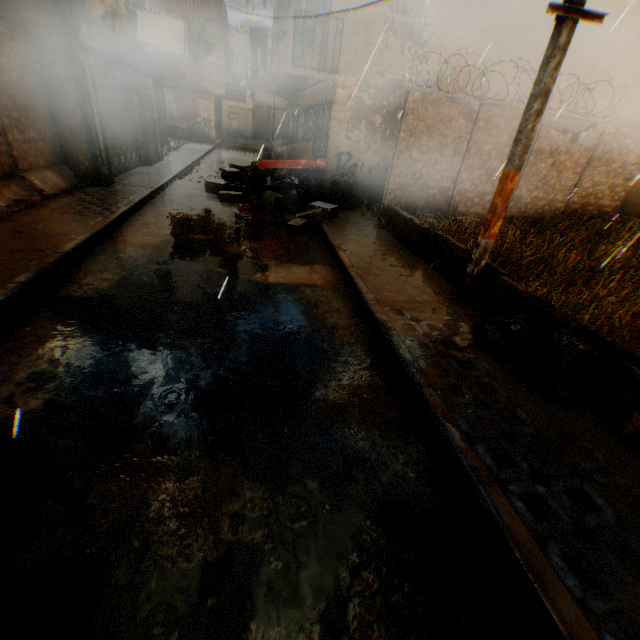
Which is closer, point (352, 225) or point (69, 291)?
point (69, 291)

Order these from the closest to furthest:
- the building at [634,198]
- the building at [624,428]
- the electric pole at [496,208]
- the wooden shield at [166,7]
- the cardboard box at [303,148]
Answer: the building at [624,428] < the electric pole at [496,208] < the cardboard box at [303,148] < the building at [634,198] < the wooden shield at [166,7]

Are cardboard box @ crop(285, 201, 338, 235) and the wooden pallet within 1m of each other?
yes

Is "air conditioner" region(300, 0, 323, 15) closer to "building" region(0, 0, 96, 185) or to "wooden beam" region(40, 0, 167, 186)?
"building" region(0, 0, 96, 185)

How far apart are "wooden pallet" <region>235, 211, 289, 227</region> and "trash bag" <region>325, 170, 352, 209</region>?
1.81m

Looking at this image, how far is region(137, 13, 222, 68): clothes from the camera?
8.3m

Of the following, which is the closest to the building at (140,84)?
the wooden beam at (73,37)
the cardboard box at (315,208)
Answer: the wooden beam at (73,37)

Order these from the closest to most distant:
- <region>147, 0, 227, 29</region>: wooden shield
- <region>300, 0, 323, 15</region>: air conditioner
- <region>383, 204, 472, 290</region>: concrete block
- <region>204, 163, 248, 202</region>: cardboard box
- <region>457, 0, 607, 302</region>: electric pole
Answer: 1. <region>457, 0, 607, 302</region>: electric pole
2. <region>383, 204, 472, 290</region>: concrete block
3. <region>204, 163, 248, 202</region>: cardboard box
4. <region>300, 0, 323, 15</region>: air conditioner
5. <region>147, 0, 227, 29</region>: wooden shield
